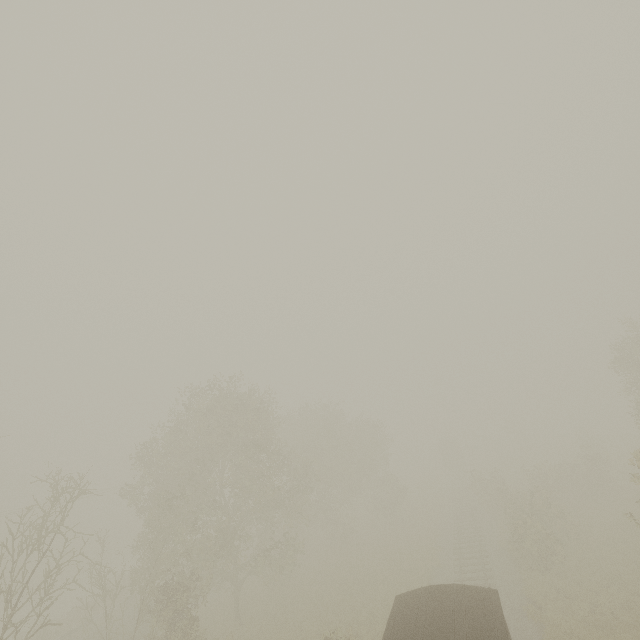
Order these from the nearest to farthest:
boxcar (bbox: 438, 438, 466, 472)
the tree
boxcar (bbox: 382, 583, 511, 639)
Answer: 1. boxcar (bbox: 382, 583, 511, 639)
2. the tree
3. boxcar (bbox: 438, 438, 466, 472)

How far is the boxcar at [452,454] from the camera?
52.4m

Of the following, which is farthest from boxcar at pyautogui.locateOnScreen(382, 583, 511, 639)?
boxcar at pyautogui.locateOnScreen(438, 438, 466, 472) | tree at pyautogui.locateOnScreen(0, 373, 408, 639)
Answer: boxcar at pyautogui.locateOnScreen(438, 438, 466, 472)

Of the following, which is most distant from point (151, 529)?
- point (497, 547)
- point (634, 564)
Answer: point (634, 564)

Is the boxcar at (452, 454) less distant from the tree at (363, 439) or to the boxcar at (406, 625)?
the tree at (363, 439)

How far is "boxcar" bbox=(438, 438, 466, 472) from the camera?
52.4 meters
